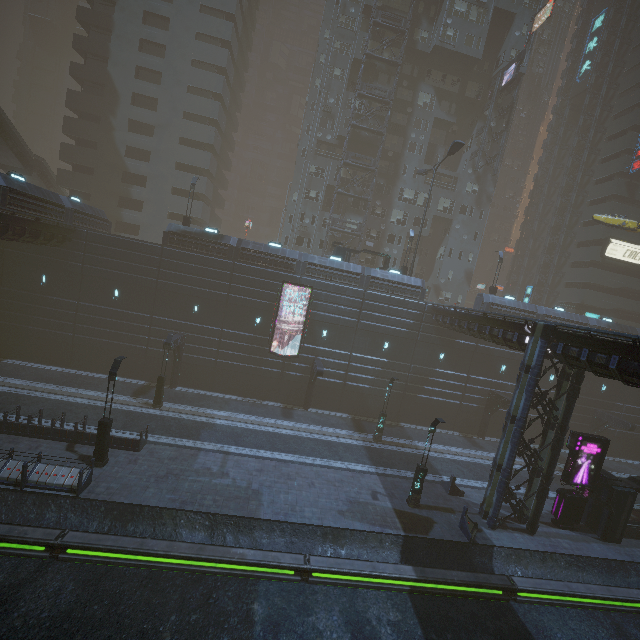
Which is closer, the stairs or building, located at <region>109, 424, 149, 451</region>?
building, located at <region>109, 424, 149, 451</region>

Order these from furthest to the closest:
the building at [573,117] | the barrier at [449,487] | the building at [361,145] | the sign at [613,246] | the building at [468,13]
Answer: the building at [573,117], the sign at [613,246], the building at [361,145], the building at [468,13], the barrier at [449,487]

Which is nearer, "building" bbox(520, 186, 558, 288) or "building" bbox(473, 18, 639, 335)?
"building" bbox(473, 18, 639, 335)

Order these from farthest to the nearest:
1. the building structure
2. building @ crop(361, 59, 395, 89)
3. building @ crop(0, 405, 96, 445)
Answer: building @ crop(361, 59, 395, 89) < the building structure < building @ crop(0, 405, 96, 445)

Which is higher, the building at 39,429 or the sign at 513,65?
the sign at 513,65

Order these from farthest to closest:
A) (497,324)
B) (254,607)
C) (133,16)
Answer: (133,16)
(497,324)
(254,607)

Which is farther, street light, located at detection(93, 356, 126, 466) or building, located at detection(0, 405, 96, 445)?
building, located at detection(0, 405, 96, 445)
